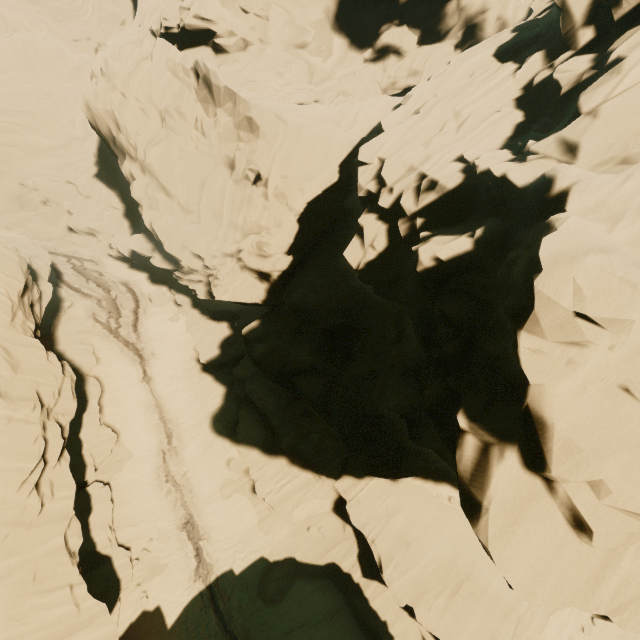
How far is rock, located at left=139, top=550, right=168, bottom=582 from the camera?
17.42m

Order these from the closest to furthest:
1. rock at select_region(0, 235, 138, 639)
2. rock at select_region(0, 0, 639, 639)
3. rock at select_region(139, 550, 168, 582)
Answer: rock at select_region(0, 0, 639, 639)
rock at select_region(0, 235, 138, 639)
rock at select_region(139, 550, 168, 582)

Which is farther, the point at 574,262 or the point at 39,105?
the point at 39,105

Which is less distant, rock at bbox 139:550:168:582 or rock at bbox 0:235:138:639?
rock at bbox 0:235:138:639

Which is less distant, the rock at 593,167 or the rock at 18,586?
the rock at 593,167

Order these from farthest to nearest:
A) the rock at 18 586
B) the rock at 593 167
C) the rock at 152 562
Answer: the rock at 152 562, the rock at 18 586, the rock at 593 167
